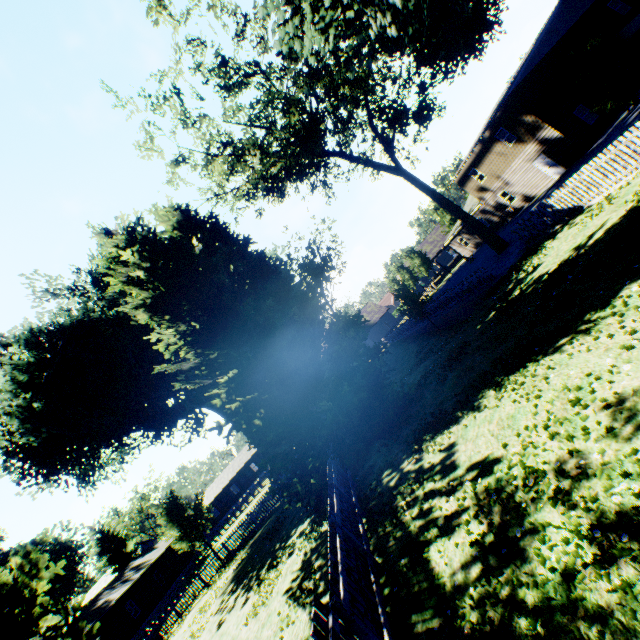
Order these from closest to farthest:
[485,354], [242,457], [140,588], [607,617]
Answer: [607,617] → [485,354] → [140,588] → [242,457]

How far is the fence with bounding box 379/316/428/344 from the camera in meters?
29.4

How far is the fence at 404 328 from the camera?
29.35m

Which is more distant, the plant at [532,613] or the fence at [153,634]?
the fence at [153,634]

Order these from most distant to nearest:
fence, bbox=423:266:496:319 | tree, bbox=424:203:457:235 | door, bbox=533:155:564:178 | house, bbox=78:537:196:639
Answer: tree, bbox=424:203:457:235, house, bbox=78:537:196:639, door, bbox=533:155:564:178, fence, bbox=423:266:496:319

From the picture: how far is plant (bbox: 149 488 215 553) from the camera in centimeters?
2563cm

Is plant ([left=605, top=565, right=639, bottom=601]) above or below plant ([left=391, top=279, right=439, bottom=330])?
below

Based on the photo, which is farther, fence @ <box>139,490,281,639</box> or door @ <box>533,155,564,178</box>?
door @ <box>533,155,564,178</box>
